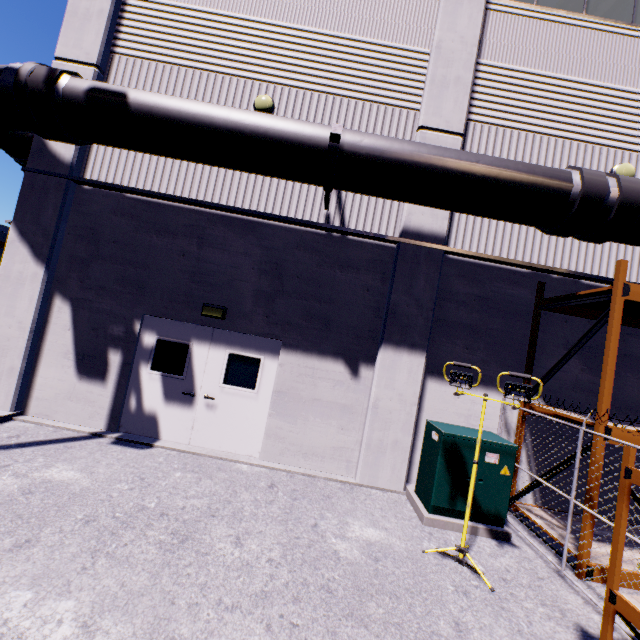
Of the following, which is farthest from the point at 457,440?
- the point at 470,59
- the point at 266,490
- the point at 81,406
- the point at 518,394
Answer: the point at 470,59

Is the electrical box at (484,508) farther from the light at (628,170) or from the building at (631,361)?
the light at (628,170)

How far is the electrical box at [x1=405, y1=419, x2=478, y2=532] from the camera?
5.4 meters

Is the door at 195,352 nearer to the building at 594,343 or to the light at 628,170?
the building at 594,343

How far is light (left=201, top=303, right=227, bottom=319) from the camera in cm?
658

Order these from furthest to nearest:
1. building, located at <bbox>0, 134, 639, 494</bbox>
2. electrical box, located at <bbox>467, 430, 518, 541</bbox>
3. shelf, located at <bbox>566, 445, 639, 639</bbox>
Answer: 1. building, located at <bbox>0, 134, 639, 494</bbox>
2. electrical box, located at <bbox>467, 430, 518, 541</bbox>
3. shelf, located at <bbox>566, 445, 639, 639</bbox>

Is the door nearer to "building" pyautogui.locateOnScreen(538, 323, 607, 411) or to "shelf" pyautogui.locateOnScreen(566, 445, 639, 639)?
"building" pyautogui.locateOnScreen(538, 323, 607, 411)
